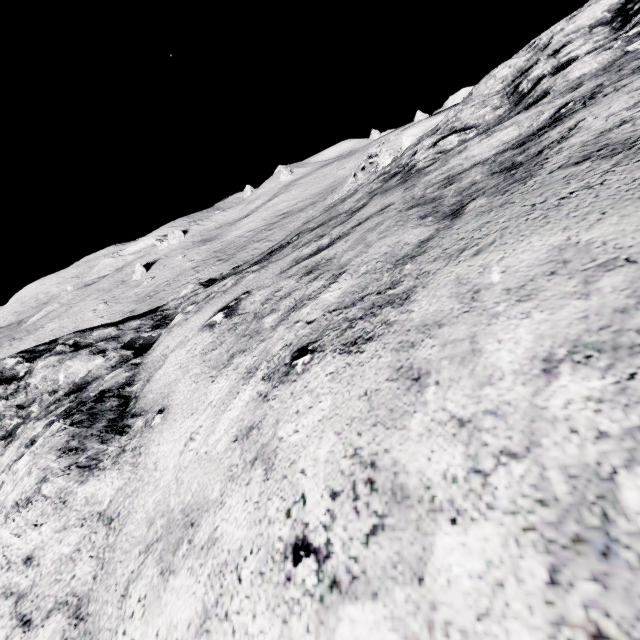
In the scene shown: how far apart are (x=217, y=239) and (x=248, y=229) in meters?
8.7
